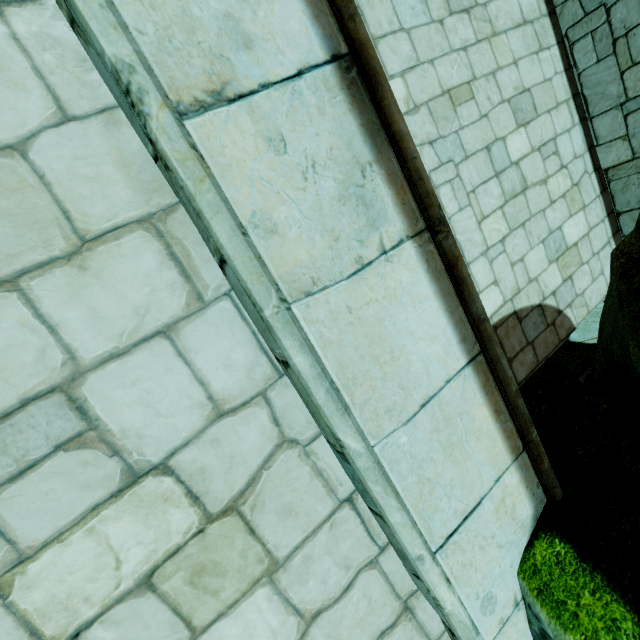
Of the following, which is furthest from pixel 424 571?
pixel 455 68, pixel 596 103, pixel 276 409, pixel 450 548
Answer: pixel 596 103
